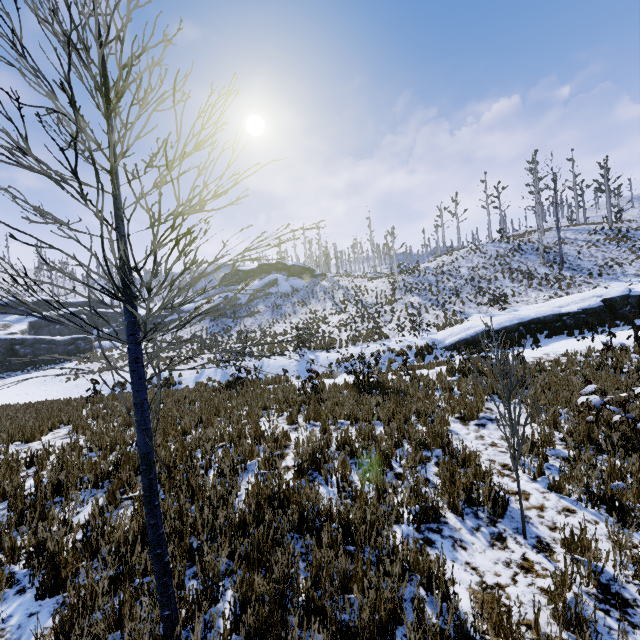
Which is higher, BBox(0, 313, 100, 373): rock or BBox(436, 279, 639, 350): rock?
BBox(0, 313, 100, 373): rock

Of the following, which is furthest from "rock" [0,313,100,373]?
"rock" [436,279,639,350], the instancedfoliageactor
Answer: "rock" [436,279,639,350]

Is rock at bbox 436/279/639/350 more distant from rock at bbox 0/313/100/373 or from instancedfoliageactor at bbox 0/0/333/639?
rock at bbox 0/313/100/373

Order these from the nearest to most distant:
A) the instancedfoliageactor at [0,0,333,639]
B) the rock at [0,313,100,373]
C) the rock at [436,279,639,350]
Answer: the instancedfoliageactor at [0,0,333,639], the rock at [436,279,639,350], the rock at [0,313,100,373]

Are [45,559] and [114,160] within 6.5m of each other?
yes

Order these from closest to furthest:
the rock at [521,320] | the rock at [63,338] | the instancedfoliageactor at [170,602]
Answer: the instancedfoliageactor at [170,602] < the rock at [521,320] < the rock at [63,338]

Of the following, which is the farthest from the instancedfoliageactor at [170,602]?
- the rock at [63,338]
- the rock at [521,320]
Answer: the rock at [521,320]
